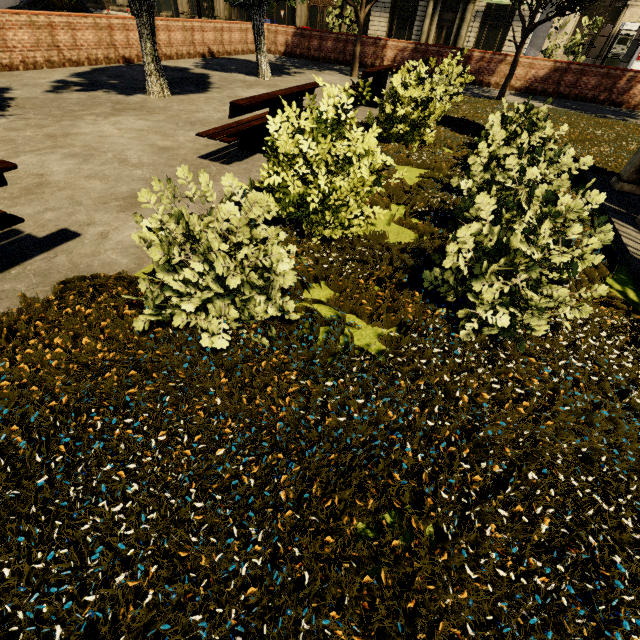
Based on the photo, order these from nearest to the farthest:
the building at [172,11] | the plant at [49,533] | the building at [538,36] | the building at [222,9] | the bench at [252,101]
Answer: the plant at [49,533] → the bench at [252,101] → the building at [538,36] → the building at [222,9] → the building at [172,11]

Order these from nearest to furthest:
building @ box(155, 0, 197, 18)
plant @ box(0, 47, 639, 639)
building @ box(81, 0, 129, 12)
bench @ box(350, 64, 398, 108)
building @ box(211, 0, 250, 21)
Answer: plant @ box(0, 47, 639, 639) < bench @ box(350, 64, 398, 108) < building @ box(211, 0, 250, 21) < building @ box(155, 0, 197, 18) < building @ box(81, 0, 129, 12)

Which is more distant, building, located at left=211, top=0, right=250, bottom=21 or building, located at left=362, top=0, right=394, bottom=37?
building, located at left=211, top=0, right=250, bottom=21

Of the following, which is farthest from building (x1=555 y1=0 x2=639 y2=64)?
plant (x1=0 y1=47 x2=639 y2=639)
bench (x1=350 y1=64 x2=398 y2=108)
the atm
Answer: plant (x1=0 y1=47 x2=639 y2=639)

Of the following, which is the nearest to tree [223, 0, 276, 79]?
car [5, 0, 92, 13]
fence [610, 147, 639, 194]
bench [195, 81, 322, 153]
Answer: fence [610, 147, 639, 194]

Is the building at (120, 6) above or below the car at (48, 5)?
below

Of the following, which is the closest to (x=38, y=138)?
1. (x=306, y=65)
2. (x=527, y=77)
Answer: (x=306, y=65)

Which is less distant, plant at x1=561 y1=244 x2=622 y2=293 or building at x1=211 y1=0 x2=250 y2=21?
plant at x1=561 y1=244 x2=622 y2=293
